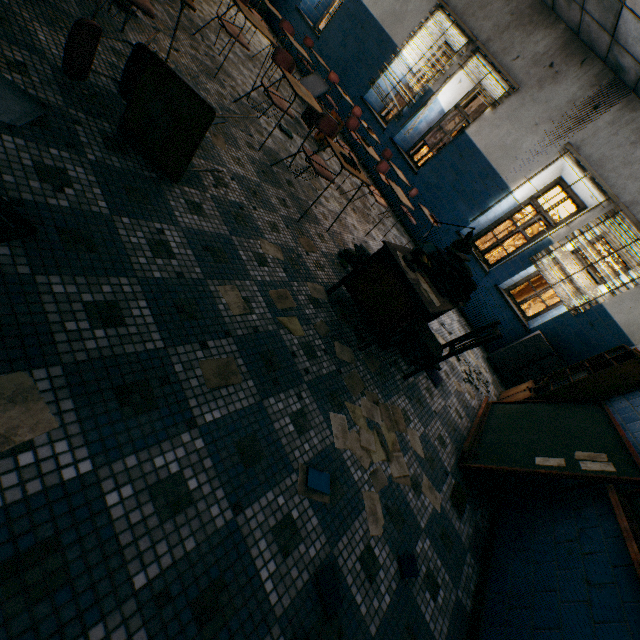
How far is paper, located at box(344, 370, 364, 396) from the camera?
2.4m

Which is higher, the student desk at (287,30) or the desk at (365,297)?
the student desk at (287,30)

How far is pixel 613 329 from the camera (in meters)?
5.43

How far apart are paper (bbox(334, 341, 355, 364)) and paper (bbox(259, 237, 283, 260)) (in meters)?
0.88

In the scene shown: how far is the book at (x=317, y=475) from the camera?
1.7 meters

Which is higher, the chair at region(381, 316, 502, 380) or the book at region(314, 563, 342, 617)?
the chair at region(381, 316, 502, 380)

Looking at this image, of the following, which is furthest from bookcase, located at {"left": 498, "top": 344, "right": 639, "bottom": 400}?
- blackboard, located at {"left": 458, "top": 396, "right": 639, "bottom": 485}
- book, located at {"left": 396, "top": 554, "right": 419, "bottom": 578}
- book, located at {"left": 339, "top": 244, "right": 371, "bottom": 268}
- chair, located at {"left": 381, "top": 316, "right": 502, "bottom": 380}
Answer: book, located at {"left": 396, "top": 554, "right": 419, "bottom": 578}

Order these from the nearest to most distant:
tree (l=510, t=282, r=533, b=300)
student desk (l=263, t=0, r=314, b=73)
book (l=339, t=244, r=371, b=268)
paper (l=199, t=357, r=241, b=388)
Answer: paper (l=199, t=357, r=241, b=388) → book (l=339, t=244, r=371, b=268) → student desk (l=263, t=0, r=314, b=73) → tree (l=510, t=282, r=533, b=300)
